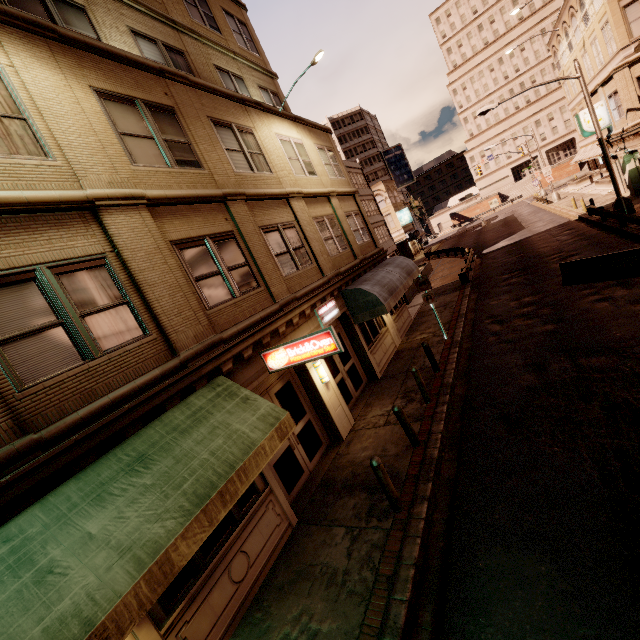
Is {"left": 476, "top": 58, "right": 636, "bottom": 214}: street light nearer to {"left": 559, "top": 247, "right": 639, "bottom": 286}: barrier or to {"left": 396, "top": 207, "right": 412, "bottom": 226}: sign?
{"left": 559, "top": 247, "right": 639, "bottom": 286}: barrier

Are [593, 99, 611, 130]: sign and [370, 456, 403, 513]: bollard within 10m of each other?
no

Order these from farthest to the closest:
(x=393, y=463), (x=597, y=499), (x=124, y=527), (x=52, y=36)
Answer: (x=393, y=463), (x=52, y=36), (x=597, y=499), (x=124, y=527)

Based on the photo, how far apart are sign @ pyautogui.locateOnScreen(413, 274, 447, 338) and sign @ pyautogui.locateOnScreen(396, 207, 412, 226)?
40.2m

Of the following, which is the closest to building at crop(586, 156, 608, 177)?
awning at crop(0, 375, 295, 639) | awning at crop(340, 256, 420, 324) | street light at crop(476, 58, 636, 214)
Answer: street light at crop(476, 58, 636, 214)

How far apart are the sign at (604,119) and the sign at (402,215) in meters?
27.3 m

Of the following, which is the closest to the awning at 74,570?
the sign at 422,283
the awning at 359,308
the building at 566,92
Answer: the awning at 359,308

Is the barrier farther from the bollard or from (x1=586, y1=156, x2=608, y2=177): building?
(x1=586, y1=156, x2=608, y2=177): building
